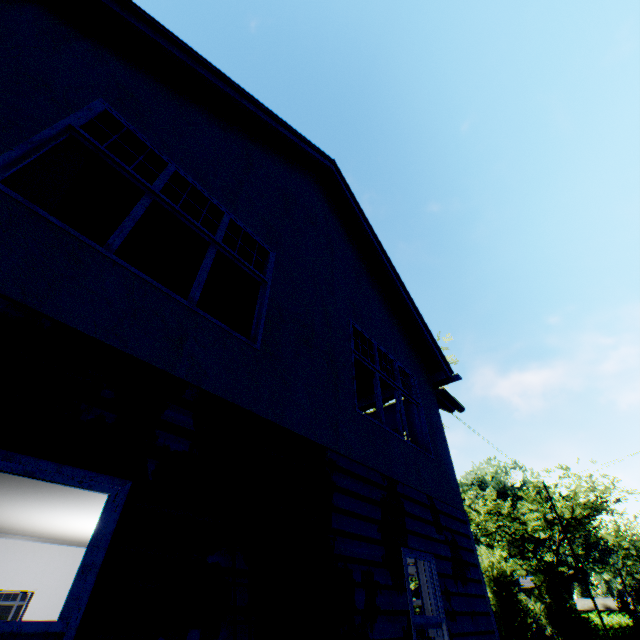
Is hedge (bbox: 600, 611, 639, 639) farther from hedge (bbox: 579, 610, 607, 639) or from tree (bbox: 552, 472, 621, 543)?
tree (bbox: 552, 472, 621, 543)

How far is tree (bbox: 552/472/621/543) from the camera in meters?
28.6

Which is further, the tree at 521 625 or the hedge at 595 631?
the hedge at 595 631

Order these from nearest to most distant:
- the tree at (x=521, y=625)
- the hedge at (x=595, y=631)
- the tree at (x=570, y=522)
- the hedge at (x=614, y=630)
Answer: the tree at (x=521, y=625) → the hedge at (x=595, y=631) → the tree at (x=570, y=522) → the hedge at (x=614, y=630)

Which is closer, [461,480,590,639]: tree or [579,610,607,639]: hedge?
[461,480,590,639]: tree

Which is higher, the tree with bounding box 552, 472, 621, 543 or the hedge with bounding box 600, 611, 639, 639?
the tree with bounding box 552, 472, 621, 543

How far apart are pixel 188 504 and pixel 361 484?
2.65m

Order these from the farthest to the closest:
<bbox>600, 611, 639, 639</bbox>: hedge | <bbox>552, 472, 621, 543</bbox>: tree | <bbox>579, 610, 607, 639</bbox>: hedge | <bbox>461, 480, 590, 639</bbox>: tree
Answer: <bbox>600, 611, 639, 639</bbox>: hedge < <bbox>552, 472, 621, 543</bbox>: tree < <bbox>579, 610, 607, 639</bbox>: hedge < <bbox>461, 480, 590, 639</bbox>: tree
